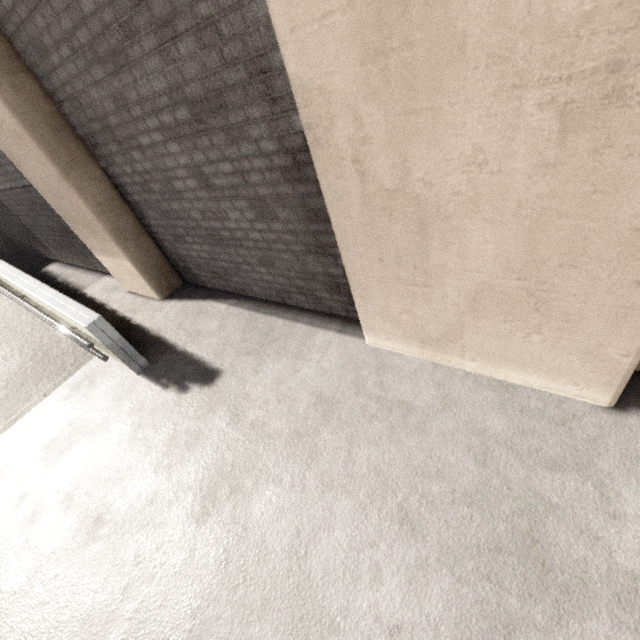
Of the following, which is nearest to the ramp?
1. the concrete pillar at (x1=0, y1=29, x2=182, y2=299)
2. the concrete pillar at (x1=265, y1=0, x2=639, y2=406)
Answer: the concrete pillar at (x1=0, y1=29, x2=182, y2=299)

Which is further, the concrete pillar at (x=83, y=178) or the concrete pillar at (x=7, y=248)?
the concrete pillar at (x=7, y=248)

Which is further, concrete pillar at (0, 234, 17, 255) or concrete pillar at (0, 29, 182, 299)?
concrete pillar at (0, 234, 17, 255)

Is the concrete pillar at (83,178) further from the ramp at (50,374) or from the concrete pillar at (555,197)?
the ramp at (50,374)

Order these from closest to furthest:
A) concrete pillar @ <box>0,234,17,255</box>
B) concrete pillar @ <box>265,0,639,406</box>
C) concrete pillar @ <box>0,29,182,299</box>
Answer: concrete pillar @ <box>265,0,639,406</box>
concrete pillar @ <box>0,29,182,299</box>
concrete pillar @ <box>0,234,17,255</box>

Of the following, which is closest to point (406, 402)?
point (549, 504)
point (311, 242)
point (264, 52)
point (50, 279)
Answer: point (549, 504)

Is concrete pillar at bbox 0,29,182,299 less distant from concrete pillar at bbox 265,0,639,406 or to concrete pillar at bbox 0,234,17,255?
concrete pillar at bbox 265,0,639,406

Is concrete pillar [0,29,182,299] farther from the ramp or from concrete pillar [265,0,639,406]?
the ramp
